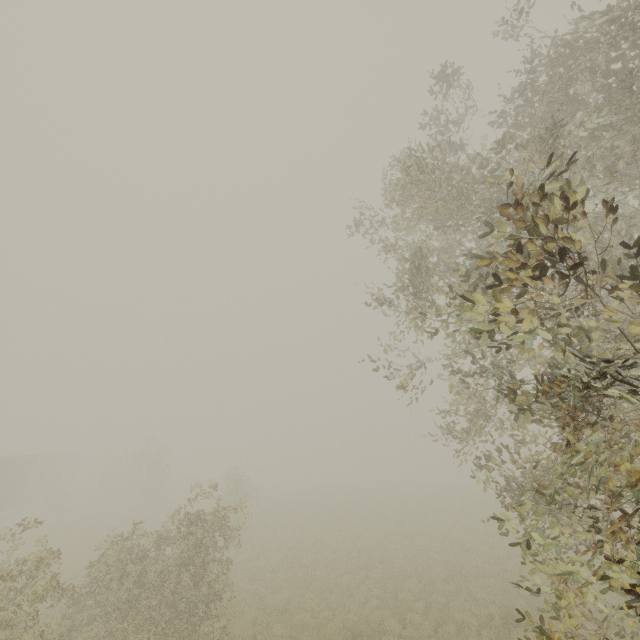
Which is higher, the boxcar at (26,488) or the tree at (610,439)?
the tree at (610,439)

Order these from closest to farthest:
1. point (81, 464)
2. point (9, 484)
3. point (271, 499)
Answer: point (9, 484)
point (271, 499)
point (81, 464)

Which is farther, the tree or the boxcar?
the boxcar

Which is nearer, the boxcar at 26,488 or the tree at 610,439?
the tree at 610,439

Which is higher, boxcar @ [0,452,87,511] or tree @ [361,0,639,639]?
tree @ [361,0,639,639]
